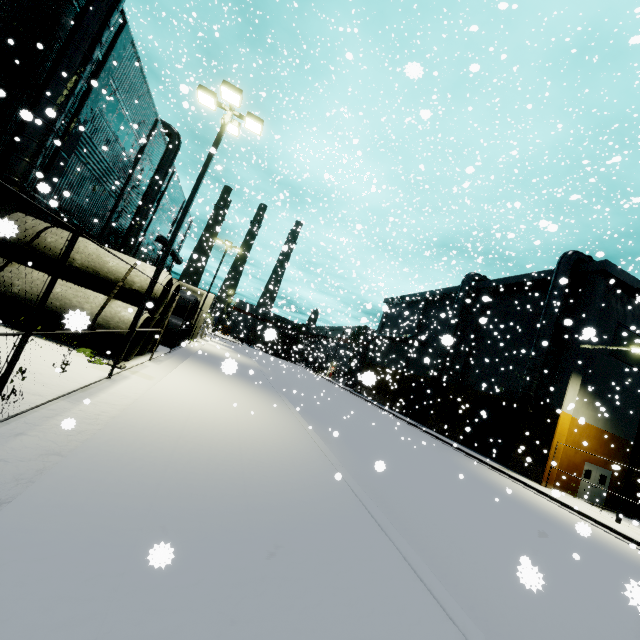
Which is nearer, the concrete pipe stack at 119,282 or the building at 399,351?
the concrete pipe stack at 119,282

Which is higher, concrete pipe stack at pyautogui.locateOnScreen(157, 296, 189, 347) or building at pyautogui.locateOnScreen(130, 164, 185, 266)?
building at pyautogui.locateOnScreen(130, 164, 185, 266)

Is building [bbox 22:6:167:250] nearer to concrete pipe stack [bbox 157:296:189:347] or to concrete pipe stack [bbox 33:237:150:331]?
concrete pipe stack [bbox 33:237:150:331]

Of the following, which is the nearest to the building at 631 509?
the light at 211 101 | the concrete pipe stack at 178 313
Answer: the concrete pipe stack at 178 313

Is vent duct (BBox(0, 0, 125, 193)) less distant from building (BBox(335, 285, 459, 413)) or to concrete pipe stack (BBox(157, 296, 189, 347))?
building (BBox(335, 285, 459, 413))

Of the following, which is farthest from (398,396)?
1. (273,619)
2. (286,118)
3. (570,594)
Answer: (286,118)

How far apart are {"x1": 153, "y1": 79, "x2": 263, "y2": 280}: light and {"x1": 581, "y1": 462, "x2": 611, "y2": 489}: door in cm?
2863

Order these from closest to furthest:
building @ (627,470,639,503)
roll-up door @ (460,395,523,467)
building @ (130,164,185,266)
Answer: building @ (627,470,639,503)
roll-up door @ (460,395,523,467)
building @ (130,164,185,266)
